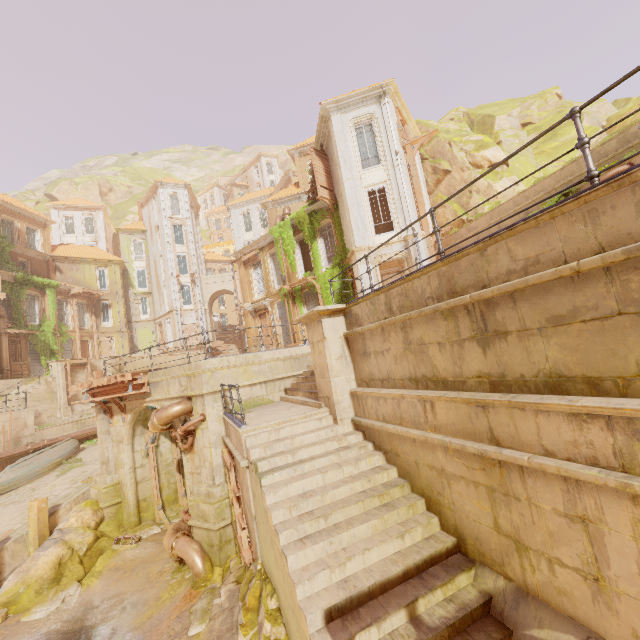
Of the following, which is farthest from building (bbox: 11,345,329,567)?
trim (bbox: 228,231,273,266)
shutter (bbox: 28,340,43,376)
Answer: shutter (bbox: 28,340,43,376)

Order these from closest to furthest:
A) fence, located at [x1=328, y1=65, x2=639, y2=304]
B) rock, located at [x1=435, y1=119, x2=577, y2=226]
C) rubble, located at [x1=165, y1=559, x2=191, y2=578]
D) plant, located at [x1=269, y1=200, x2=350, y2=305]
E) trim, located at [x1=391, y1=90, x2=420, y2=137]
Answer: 1. fence, located at [x1=328, y1=65, x2=639, y2=304]
2. rubble, located at [x1=165, y1=559, x2=191, y2=578]
3. trim, located at [x1=391, y1=90, x2=420, y2=137]
4. rock, located at [x1=435, y1=119, x2=577, y2=226]
5. plant, located at [x1=269, y1=200, x2=350, y2=305]

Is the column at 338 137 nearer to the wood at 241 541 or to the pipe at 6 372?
the wood at 241 541

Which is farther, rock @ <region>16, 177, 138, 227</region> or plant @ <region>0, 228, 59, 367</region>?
rock @ <region>16, 177, 138, 227</region>

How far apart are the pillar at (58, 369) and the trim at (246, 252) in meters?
14.8 m

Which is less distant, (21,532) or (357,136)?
(21,532)

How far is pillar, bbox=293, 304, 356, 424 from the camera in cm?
790

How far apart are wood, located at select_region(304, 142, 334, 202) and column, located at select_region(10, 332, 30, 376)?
25.7m
